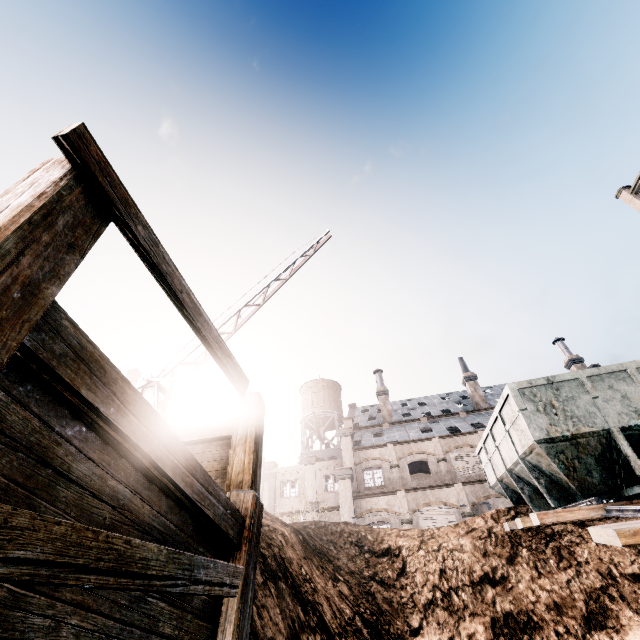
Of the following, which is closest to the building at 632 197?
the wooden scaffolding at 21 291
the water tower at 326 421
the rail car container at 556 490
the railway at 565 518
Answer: the railway at 565 518

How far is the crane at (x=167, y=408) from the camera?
11.8 meters

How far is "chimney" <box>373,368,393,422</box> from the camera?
39.84m

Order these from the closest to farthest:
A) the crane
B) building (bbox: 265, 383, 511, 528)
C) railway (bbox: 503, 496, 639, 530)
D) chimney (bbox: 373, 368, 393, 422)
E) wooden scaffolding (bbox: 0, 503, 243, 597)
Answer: wooden scaffolding (bbox: 0, 503, 243, 597) < railway (bbox: 503, 496, 639, 530) < the crane < building (bbox: 265, 383, 511, 528) < chimney (bbox: 373, 368, 393, 422)

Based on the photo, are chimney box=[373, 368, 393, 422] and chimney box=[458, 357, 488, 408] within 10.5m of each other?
yes

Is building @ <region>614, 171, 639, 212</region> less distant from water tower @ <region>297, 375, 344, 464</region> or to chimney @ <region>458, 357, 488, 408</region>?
chimney @ <region>458, 357, 488, 408</region>

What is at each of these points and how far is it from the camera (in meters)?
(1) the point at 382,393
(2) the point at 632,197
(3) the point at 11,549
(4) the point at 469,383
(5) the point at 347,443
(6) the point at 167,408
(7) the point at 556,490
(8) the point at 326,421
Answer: (1) chimney, 41.97
(2) building, 37.09
(3) wooden scaffolding, 1.16
(4) chimney, 40.34
(5) building, 33.41
(6) crane, 13.02
(7) rail car container, 9.24
(8) water tower, 51.91

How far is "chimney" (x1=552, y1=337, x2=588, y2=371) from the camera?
38.7m
